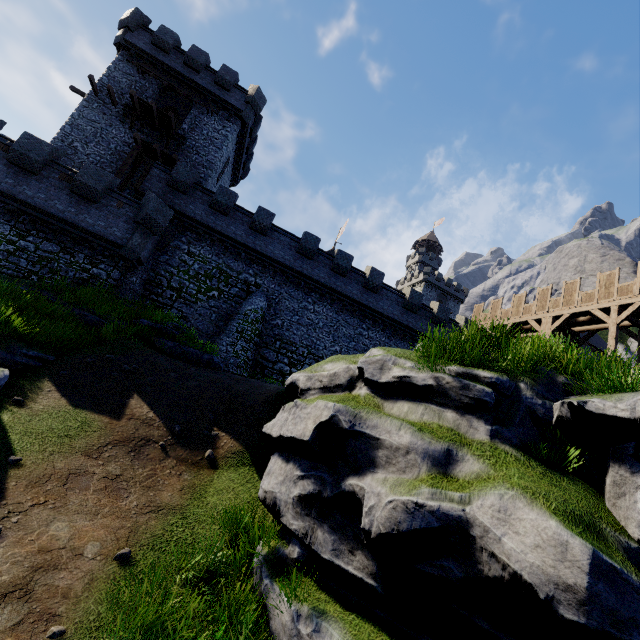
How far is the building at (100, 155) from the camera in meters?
22.9 m

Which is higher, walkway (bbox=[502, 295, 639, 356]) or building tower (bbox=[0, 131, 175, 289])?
walkway (bbox=[502, 295, 639, 356])

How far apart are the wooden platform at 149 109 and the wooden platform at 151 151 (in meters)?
1.29

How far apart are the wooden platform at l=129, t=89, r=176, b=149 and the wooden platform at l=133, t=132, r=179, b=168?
→ 1.3 meters

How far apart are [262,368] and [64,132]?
21.5 meters

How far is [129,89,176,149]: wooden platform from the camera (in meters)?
22.48

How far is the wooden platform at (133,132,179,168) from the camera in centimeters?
2200cm

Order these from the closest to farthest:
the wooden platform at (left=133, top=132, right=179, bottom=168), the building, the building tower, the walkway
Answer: the building tower, the walkway, the wooden platform at (left=133, top=132, right=179, bottom=168), the building
